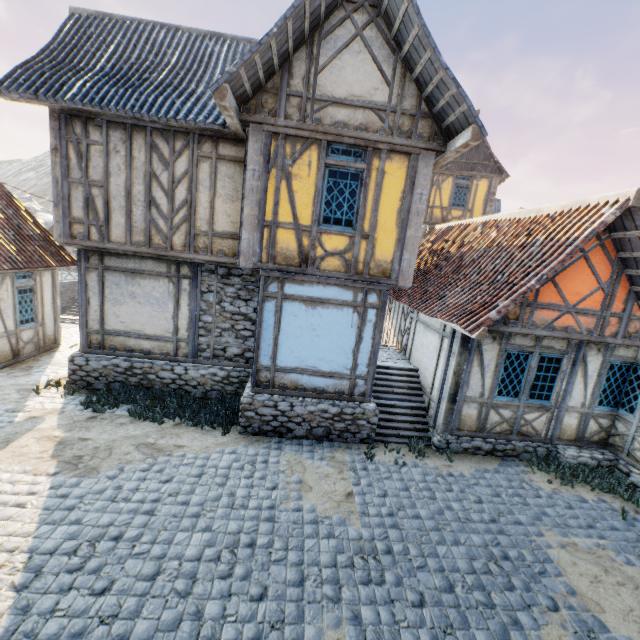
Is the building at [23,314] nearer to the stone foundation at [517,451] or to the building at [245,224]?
the building at [245,224]

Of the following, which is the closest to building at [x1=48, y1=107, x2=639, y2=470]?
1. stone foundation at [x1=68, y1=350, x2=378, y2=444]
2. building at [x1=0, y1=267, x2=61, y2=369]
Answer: stone foundation at [x1=68, y1=350, x2=378, y2=444]

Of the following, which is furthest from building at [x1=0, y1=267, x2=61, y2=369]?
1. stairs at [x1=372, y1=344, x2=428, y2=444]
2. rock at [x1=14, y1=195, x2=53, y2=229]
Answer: rock at [x1=14, y1=195, x2=53, y2=229]

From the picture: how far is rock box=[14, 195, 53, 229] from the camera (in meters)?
38.44

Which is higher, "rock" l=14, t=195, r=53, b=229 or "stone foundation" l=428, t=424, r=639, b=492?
"rock" l=14, t=195, r=53, b=229

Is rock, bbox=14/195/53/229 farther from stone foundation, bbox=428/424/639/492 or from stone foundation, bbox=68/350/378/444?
stone foundation, bbox=428/424/639/492

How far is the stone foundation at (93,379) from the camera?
7.7m

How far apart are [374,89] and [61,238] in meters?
8.1 m
